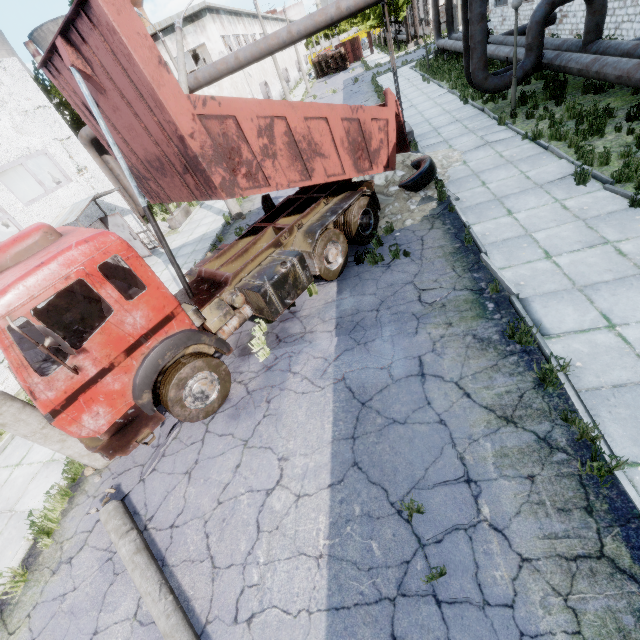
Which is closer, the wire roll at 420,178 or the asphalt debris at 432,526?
the asphalt debris at 432,526

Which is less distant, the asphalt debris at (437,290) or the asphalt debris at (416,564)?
the asphalt debris at (416,564)

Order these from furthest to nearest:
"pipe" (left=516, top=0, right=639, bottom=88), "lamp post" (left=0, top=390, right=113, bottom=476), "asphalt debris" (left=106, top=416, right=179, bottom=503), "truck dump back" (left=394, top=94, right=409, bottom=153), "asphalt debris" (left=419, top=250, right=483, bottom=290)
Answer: "pipe" (left=516, top=0, right=639, bottom=88)
"truck dump back" (left=394, top=94, right=409, bottom=153)
"asphalt debris" (left=419, top=250, right=483, bottom=290)
"asphalt debris" (left=106, top=416, right=179, bottom=503)
"lamp post" (left=0, top=390, right=113, bottom=476)

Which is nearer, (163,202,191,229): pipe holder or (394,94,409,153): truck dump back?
(394,94,409,153): truck dump back

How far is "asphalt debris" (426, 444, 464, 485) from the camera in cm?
408

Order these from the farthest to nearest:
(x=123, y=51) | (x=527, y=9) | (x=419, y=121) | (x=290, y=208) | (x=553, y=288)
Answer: (x=527, y=9), (x=419, y=121), (x=290, y=208), (x=553, y=288), (x=123, y=51)

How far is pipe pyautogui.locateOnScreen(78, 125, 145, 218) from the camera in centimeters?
1451cm
